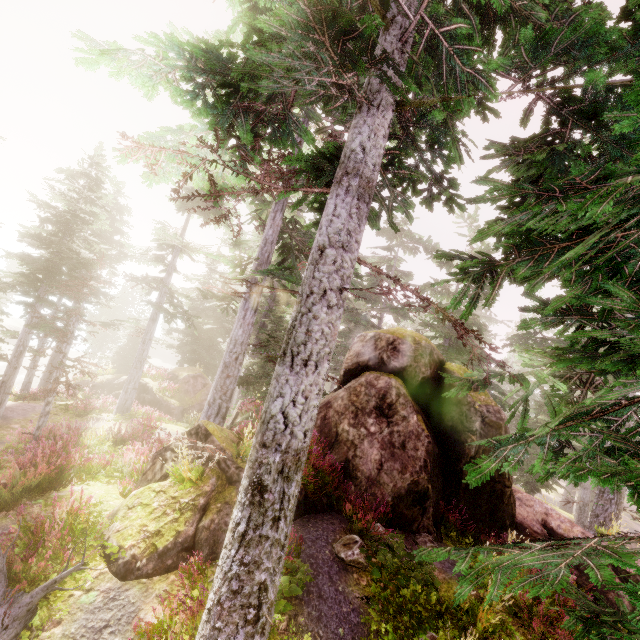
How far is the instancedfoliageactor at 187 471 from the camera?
4.15m

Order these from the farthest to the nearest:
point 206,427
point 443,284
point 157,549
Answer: point 443,284 < point 206,427 < point 157,549

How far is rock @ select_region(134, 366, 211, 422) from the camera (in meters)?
22.52

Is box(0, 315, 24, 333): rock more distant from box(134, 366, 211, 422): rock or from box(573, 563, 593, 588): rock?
box(573, 563, 593, 588): rock

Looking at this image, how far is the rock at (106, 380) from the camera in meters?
24.1 m

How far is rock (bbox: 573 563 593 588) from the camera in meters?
9.2

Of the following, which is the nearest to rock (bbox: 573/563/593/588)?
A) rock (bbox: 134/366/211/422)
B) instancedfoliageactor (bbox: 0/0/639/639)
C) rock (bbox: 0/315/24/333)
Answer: instancedfoliageactor (bbox: 0/0/639/639)
